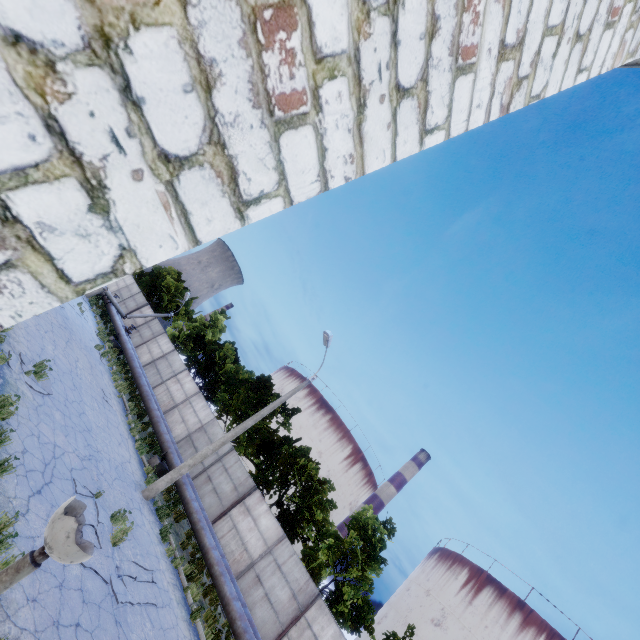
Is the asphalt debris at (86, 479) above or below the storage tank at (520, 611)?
below

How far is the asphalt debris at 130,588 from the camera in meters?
7.8 m

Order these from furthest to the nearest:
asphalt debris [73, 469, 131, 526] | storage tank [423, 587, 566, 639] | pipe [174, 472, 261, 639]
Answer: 1. storage tank [423, 587, 566, 639]
2. pipe [174, 472, 261, 639]
3. asphalt debris [73, 469, 131, 526]

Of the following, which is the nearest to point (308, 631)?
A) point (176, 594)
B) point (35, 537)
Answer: point (176, 594)

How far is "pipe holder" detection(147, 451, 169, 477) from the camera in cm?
1623

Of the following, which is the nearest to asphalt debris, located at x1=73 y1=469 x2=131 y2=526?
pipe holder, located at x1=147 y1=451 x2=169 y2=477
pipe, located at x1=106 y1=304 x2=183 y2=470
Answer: pipe, located at x1=106 y1=304 x2=183 y2=470

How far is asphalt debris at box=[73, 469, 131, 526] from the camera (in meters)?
9.12
